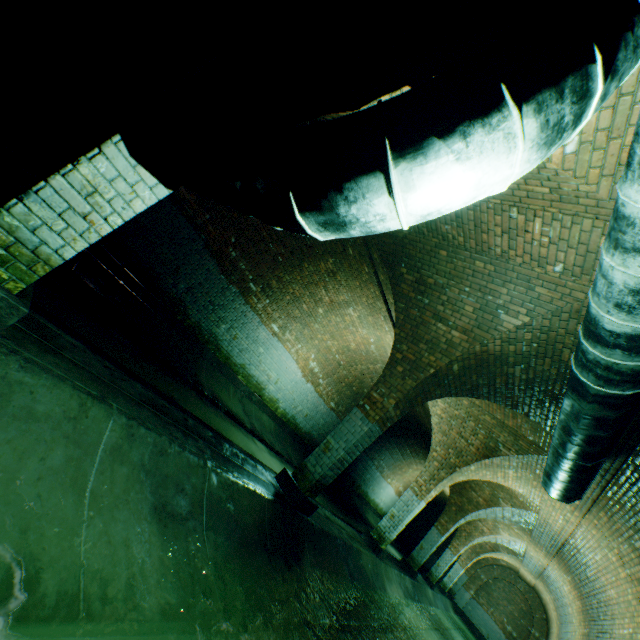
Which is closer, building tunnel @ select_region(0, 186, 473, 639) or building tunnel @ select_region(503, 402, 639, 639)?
building tunnel @ select_region(0, 186, 473, 639)

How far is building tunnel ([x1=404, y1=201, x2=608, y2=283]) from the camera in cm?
330

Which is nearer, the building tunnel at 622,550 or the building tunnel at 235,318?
the building tunnel at 235,318

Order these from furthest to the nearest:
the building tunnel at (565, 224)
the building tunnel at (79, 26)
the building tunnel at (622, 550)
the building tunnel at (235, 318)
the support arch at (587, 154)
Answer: the building tunnel at (622, 550)
the building tunnel at (79, 26)
the building tunnel at (565, 224)
the support arch at (587, 154)
the building tunnel at (235, 318)

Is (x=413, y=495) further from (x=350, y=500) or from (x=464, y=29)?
(x=464, y=29)

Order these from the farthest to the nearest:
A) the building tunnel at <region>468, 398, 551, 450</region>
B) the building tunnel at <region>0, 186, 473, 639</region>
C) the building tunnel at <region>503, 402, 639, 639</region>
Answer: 1. the building tunnel at <region>468, 398, 551, 450</region>
2. the building tunnel at <region>503, 402, 639, 639</region>
3. the building tunnel at <region>0, 186, 473, 639</region>
